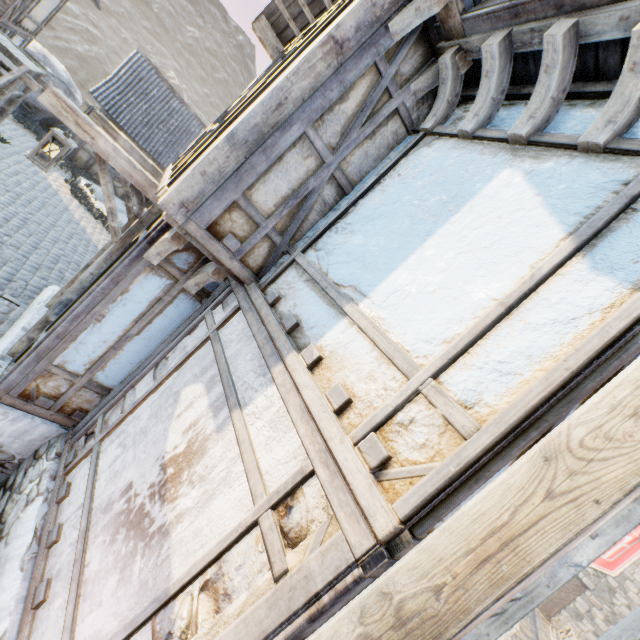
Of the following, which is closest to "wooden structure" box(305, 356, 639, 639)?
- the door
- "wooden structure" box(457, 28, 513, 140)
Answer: "wooden structure" box(457, 28, 513, 140)

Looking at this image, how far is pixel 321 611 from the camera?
1.46m

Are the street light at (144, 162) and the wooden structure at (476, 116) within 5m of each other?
yes

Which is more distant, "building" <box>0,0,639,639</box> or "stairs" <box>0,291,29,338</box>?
"stairs" <box>0,291,29,338</box>

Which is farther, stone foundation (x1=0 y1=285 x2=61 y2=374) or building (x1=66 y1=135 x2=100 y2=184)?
building (x1=66 y1=135 x2=100 y2=184)

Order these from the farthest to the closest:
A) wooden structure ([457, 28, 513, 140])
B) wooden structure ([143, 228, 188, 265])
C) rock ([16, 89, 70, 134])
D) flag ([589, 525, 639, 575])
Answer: flag ([589, 525, 639, 575]) < rock ([16, 89, 70, 134]) < wooden structure ([143, 228, 188, 265]) < wooden structure ([457, 28, 513, 140])

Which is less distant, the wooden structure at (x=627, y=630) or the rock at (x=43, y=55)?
the wooden structure at (x=627, y=630)

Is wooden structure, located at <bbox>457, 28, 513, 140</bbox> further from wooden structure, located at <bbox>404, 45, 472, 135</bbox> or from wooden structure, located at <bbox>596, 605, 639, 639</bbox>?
wooden structure, located at <bbox>596, 605, 639, 639</bbox>
